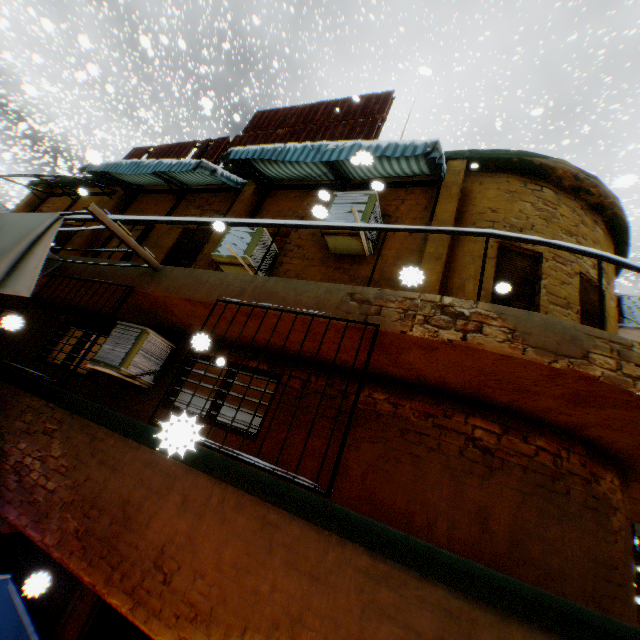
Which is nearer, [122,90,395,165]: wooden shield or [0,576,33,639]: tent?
[0,576,33,639]: tent

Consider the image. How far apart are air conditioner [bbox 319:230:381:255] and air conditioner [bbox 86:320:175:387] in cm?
275

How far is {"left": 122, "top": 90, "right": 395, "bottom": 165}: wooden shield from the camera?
8.0 meters

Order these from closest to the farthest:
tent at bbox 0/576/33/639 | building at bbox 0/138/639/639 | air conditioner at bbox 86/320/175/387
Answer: building at bbox 0/138/639/639
tent at bbox 0/576/33/639
air conditioner at bbox 86/320/175/387

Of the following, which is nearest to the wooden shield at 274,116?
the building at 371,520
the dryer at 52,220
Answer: the building at 371,520

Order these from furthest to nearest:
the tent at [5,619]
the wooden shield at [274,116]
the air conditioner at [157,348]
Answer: the wooden shield at [274,116]
the air conditioner at [157,348]
the tent at [5,619]

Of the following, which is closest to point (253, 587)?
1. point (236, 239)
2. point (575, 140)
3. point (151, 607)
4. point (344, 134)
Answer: point (151, 607)
